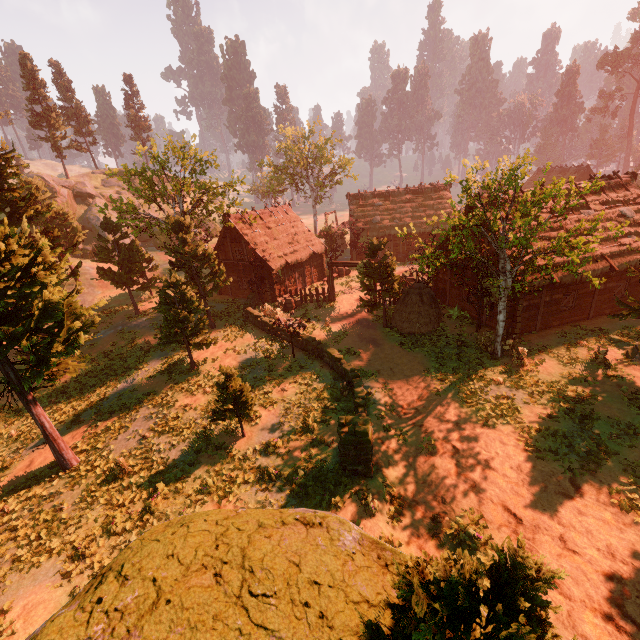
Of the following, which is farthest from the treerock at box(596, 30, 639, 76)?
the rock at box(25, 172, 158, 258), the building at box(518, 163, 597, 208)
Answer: the rock at box(25, 172, 158, 258)

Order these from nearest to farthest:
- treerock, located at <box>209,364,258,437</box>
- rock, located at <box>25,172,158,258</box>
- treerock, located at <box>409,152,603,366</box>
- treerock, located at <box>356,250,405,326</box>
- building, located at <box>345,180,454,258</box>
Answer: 1. treerock, located at <box>409,152,603,366</box>
2. treerock, located at <box>209,364,258,437</box>
3. treerock, located at <box>356,250,405,326</box>
4. building, located at <box>345,180,454,258</box>
5. rock, located at <box>25,172,158,258</box>

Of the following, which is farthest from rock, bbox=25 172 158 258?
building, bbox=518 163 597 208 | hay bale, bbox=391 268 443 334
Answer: hay bale, bbox=391 268 443 334

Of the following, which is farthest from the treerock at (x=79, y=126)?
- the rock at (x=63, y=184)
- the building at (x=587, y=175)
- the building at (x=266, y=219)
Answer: the rock at (x=63, y=184)

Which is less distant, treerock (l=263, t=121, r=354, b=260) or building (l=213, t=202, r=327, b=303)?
building (l=213, t=202, r=327, b=303)

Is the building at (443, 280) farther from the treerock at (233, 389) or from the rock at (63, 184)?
the rock at (63, 184)

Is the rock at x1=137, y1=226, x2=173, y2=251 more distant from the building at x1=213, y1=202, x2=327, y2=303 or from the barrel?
the barrel

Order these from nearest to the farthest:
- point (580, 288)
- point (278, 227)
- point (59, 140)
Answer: point (580, 288) < point (278, 227) < point (59, 140)
